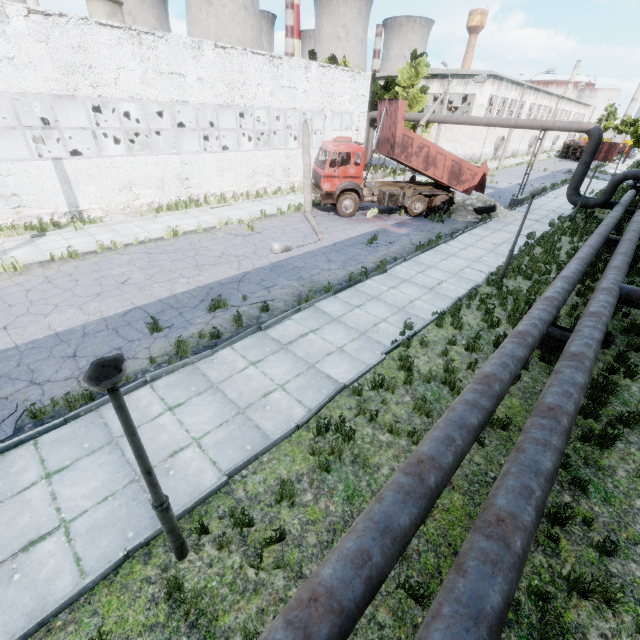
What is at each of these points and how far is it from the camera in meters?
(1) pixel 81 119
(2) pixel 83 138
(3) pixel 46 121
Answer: (1) boiler tank, 20.3 m
(2) boiler tank, 19.9 m
(3) boiler tank, 23.2 m

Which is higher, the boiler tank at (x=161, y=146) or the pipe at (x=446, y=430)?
the boiler tank at (x=161, y=146)

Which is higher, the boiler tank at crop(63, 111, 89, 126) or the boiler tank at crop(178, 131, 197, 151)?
the boiler tank at crop(63, 111, 89, 126)

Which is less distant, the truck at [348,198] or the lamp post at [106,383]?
the lamp post at [106,383]

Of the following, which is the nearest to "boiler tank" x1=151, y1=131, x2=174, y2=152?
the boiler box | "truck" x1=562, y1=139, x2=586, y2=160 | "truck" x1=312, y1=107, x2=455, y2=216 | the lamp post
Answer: the boiler box

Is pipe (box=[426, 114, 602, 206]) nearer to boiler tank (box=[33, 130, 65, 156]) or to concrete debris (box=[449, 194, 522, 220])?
concrete debris (box=[449, 194, 522, 220])

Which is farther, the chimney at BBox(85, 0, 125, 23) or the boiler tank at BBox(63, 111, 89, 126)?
the chimney at BBox(85, 0, 125, 23)

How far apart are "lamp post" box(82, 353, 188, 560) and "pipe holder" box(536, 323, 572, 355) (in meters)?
9.03
